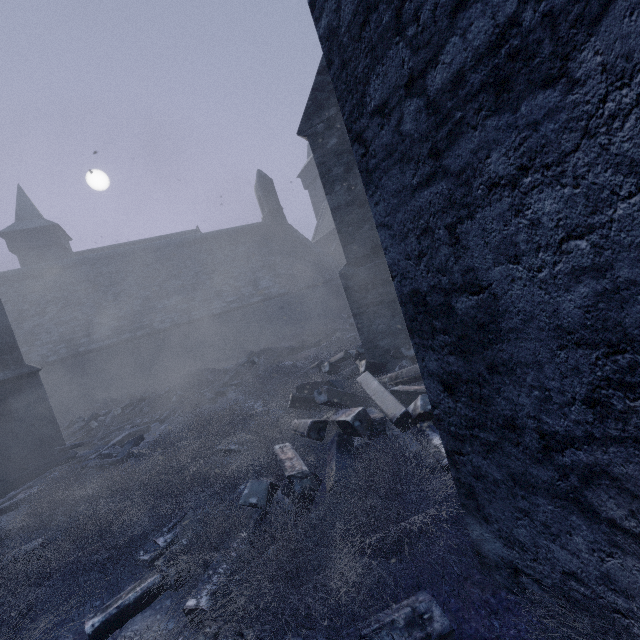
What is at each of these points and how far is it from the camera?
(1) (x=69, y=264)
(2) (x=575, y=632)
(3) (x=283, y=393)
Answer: (1) building, 20.2m
(2) instancedfoliageactor, 1.3m
(3) instancedfoliageactor, 6.5m

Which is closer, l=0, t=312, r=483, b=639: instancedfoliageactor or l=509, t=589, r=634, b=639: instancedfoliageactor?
l=509, t=589, r=634, b=639: instancedfoliageactor

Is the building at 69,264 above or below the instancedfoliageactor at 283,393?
above

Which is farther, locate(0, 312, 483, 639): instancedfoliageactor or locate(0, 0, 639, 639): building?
locate(0, 312, 483, 639): instancedfoliageactor

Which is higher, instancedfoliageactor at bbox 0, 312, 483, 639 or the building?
the building

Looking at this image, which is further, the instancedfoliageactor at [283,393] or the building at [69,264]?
the instancedfoliageactor at [283,393]
